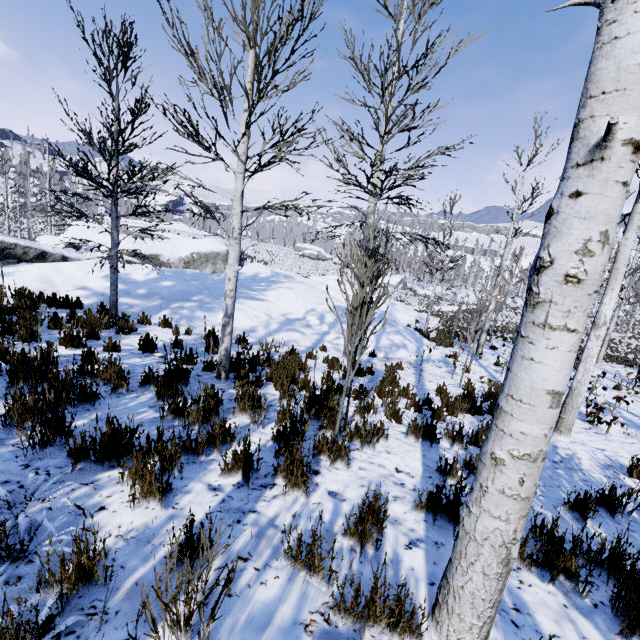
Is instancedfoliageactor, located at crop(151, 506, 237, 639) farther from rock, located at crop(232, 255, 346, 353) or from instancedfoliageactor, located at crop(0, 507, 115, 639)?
Answer: rock, located at crop(232, 255, 346, 353)

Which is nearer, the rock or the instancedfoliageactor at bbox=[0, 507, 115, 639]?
the instancedfoliageactor at bbox=[0, 507, 115, 639]

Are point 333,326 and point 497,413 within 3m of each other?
no

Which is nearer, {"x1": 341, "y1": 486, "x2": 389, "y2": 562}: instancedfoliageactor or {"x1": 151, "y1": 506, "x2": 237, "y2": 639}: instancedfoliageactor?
{"x1": 151, "y1": 506, "x2": 237, "y2": 639}: instancedfoliageactor

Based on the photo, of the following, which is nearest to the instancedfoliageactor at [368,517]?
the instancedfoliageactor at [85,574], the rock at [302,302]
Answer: the instancedfoliageactor at [85,574]

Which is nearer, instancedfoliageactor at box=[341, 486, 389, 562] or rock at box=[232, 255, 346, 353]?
instancedfoliageactor at box=[341, 486, 389, 562]

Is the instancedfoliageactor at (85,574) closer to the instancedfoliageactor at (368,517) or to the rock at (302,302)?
the instancedfoliageactor at (368,517)
